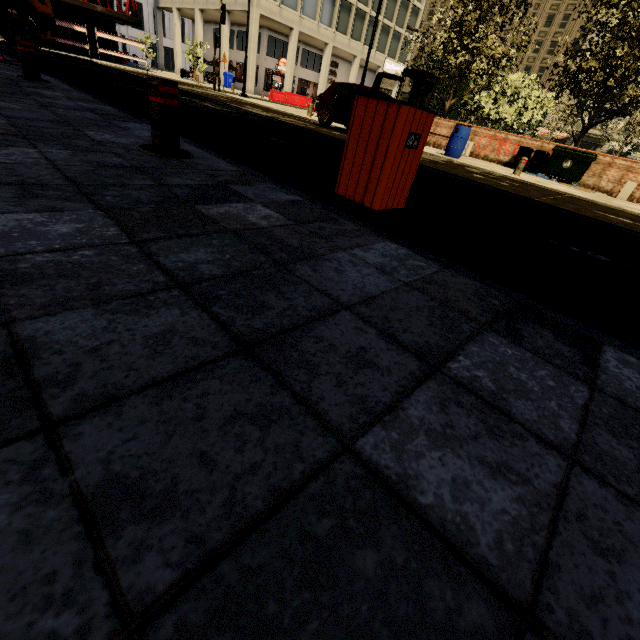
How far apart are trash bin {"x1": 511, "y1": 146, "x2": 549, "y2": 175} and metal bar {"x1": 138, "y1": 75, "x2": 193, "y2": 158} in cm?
1488

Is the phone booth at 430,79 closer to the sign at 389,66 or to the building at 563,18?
the building at 563,18

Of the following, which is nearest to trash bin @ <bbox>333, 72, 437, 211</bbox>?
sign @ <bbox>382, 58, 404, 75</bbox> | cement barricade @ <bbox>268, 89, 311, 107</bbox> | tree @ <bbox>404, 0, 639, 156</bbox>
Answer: tree @ <bbox>404, 0, 639, 156</bbox>

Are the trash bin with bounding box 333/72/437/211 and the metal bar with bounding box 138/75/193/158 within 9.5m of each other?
yes

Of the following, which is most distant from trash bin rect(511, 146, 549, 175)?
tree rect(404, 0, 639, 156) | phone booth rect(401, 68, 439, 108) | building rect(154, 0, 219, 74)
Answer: building rect(154, 0, 219, 74)

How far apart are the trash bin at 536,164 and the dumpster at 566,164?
0.2 meters

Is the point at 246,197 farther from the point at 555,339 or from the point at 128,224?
the point at 555,339

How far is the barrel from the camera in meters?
11.1
